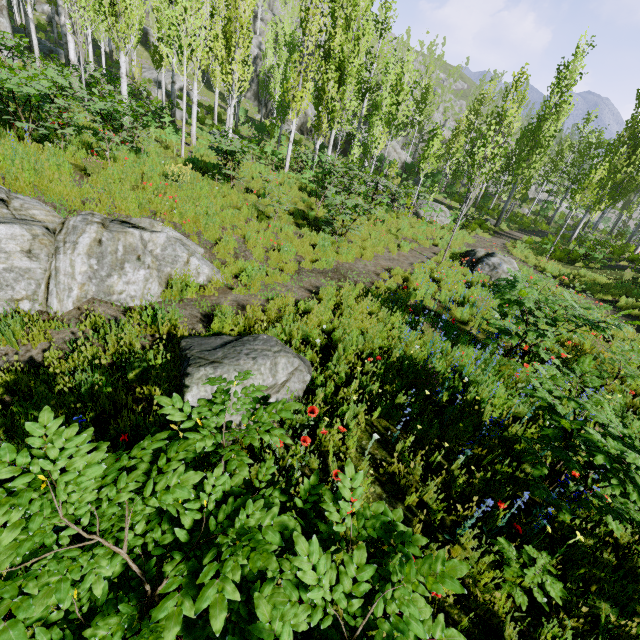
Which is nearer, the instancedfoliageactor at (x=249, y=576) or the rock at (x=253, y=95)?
the instancedfoliageactor at (x=249, y=576)

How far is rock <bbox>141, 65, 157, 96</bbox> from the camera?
28.4 meters

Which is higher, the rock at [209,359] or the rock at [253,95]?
the rock at [253,95]

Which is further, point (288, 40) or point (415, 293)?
point (288, 40)

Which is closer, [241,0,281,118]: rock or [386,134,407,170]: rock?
[386,134,407,170]: rock

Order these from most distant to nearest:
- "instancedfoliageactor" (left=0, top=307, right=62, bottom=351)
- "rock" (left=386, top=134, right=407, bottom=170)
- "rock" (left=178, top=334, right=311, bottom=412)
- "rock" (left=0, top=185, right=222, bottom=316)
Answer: "rock" (left=386, top=134, right=407, bottom=170) < "rock" (left=0, top=185, right=222, bottom=316) < "instancedfoliageactor" (left=0, top=307, right=62, bottom=351) < "rock" (left=178, top=334, right=311, bottom=412)

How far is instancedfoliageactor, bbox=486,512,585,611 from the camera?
2.7 meters

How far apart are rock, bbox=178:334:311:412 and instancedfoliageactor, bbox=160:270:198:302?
1.9m
